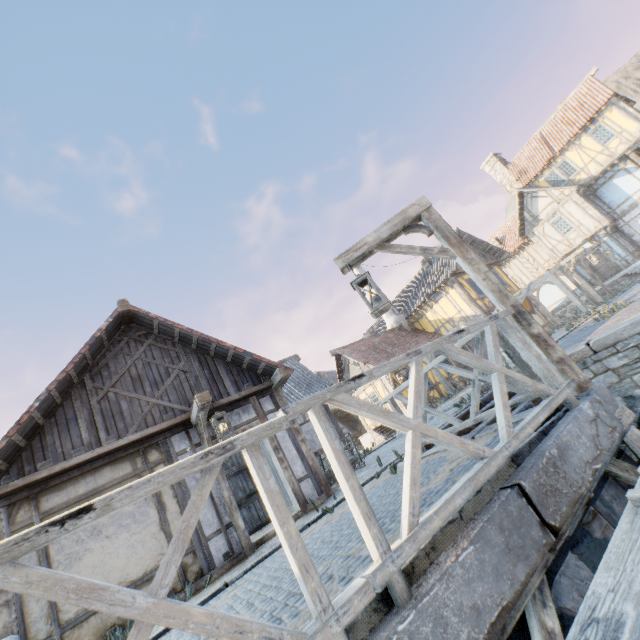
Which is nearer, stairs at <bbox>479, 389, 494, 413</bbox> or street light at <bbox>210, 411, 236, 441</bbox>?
street light at <bbox>210, 411, 236, 441</bbox>

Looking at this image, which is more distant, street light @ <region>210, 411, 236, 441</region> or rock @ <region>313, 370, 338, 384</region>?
rock @ <region>313, 370, 338, 384</region>

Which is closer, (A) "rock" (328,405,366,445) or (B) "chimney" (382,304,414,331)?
(B) "chimney" (382,304,414,331)

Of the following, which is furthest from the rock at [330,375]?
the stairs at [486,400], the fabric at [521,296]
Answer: the fabric at [521,296]

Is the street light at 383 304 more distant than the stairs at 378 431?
No

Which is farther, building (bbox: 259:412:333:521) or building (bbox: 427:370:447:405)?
building (bbox: 427:370:447:405)

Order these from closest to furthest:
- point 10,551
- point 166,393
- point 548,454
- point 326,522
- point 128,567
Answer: point 10,551
point 548,454
point 326,522
point 128,567
point 166,393

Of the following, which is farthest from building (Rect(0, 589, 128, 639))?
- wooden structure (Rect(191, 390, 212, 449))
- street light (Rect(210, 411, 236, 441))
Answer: street light (Rect(210, 411, 236, 441))
